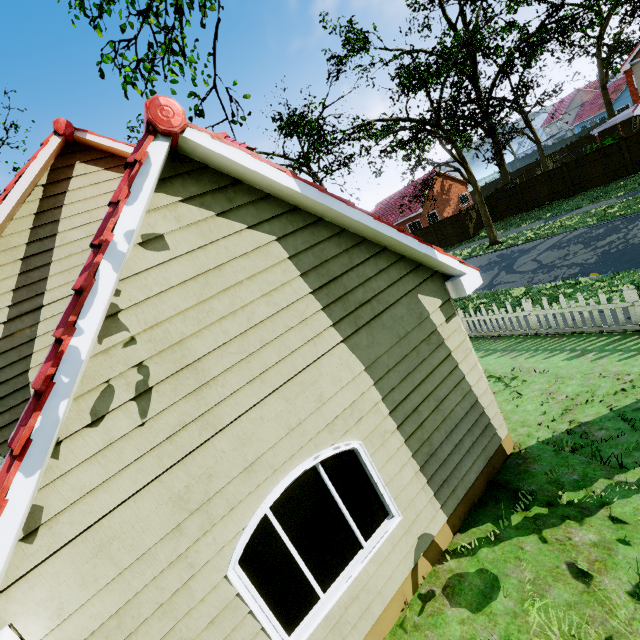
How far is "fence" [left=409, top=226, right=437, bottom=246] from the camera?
28.9 meters

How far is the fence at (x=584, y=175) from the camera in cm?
1989

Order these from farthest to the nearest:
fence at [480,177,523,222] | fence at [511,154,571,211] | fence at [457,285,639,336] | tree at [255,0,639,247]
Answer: fence at [480,177,523,222] → fence at [511,154,571,211] → tree at [255,0,639,247] → fence at [457,285,639,336]

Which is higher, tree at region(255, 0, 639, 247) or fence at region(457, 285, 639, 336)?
tree at region(255, 0, 639, 247)

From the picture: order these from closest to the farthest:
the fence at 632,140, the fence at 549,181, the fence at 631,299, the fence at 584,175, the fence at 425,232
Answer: the fence at 631,299, the fence at 632,140, the fence at 584,175, the fence at 549,181, the fence at 425,232

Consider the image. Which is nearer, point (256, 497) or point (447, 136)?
point (256, 497)
